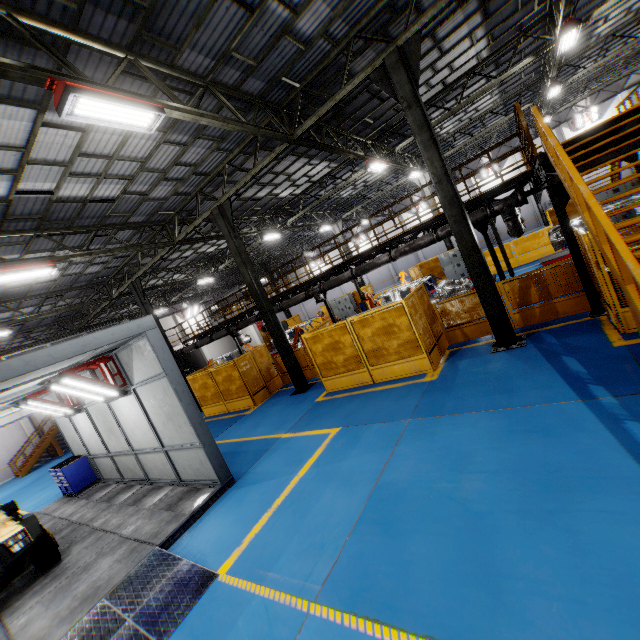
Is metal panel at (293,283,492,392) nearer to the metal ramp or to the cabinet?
the cabinet

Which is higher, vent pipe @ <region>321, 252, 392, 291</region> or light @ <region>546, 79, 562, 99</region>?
light @ <region>546, 79, 562, 99</region>

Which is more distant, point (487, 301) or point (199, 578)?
point (487, 301)

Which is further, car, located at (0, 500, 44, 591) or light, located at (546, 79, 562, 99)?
light, located at (546, 79, 562, 99)

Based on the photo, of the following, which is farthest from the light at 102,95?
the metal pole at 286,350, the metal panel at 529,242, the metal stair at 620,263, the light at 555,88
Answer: the light at 555,88

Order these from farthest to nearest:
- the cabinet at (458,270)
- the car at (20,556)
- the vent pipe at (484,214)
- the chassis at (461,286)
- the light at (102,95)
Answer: the cabinet at (458,270), the chassis at (461,286), the vent pipe at (484,214), the car at (20,556), the light at (102,95)

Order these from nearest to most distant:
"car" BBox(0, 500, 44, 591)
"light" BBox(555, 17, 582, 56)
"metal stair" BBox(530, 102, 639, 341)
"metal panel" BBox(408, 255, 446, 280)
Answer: "metal stair" BBox(530, 102, 639, 341)
"car" BBox(0, 500, 44, 591)
"light" BBox(555, 17, 582, 56)
"metal panel" BBox(408, 255, 446, 280)

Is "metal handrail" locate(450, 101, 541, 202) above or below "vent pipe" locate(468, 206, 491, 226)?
above
